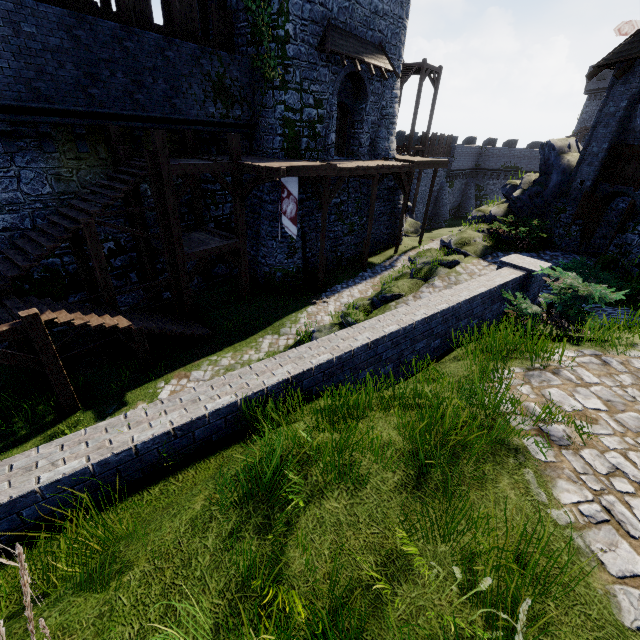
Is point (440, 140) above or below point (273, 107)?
below

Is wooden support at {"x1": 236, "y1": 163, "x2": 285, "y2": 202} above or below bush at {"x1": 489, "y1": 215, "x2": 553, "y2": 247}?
above

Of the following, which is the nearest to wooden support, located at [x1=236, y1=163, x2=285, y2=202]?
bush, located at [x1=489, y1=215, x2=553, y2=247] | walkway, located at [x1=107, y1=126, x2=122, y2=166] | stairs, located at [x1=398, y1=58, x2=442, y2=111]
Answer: walkway, located at [x1=107, y1=126, x2=122, y2=166]

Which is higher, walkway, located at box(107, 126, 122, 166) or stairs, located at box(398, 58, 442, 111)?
stairs, located at box(398, 58, 442, 111)

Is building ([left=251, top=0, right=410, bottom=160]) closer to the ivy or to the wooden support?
the ivy

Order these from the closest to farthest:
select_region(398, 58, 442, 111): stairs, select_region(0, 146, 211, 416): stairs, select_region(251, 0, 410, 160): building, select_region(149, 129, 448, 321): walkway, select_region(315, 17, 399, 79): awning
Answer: select_region(0, 146, 211, 416): stairs
select_region(149, 129, 448, 321): walkway
select_region(251, 0, 410, 160): building
select_region(315, 17, 399, 79): awning
select_region(398, 58, 442, 111): stairs

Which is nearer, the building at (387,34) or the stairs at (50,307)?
the stairs at (50,307)

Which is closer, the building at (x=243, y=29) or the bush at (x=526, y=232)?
the building at (x=243, y=29)
